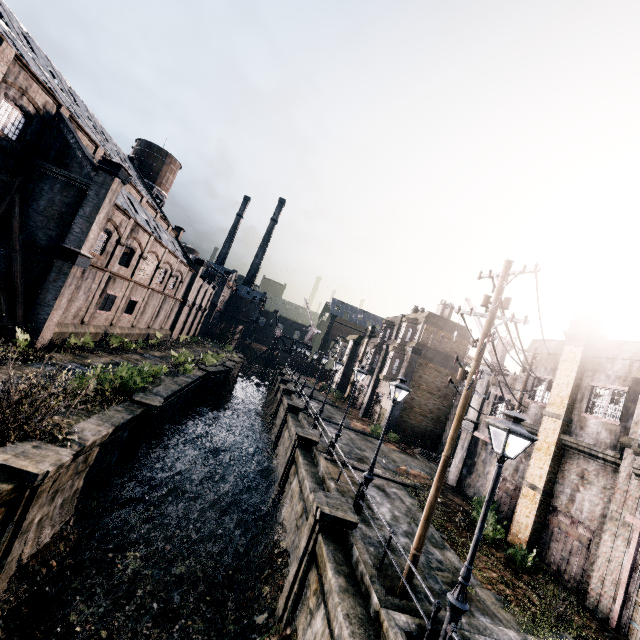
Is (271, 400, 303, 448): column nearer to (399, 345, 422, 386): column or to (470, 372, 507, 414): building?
(399, 345, 422, 386): column

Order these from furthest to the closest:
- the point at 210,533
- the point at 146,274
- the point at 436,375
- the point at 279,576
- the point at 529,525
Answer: the point at 436,375 → the point at 146,274 → the point at 210,533 → the point at 529,525 → the point at 279,576

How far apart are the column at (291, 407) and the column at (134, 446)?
12.5m

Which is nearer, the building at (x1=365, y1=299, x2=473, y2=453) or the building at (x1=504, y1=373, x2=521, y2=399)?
the building at (x1=504, y1=373, x2=521, y2=399)

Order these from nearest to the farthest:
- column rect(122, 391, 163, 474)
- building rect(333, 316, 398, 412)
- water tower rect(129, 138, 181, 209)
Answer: column rect(122, 391, 163, 474), building rect(333, 316, 398, 412), water tower rect(129, 138, 181, 209)

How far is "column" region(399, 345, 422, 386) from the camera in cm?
3334

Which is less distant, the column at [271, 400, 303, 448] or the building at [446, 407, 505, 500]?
the building at [446, 407, 505, 500]

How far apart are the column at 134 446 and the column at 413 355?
22.1 meters
